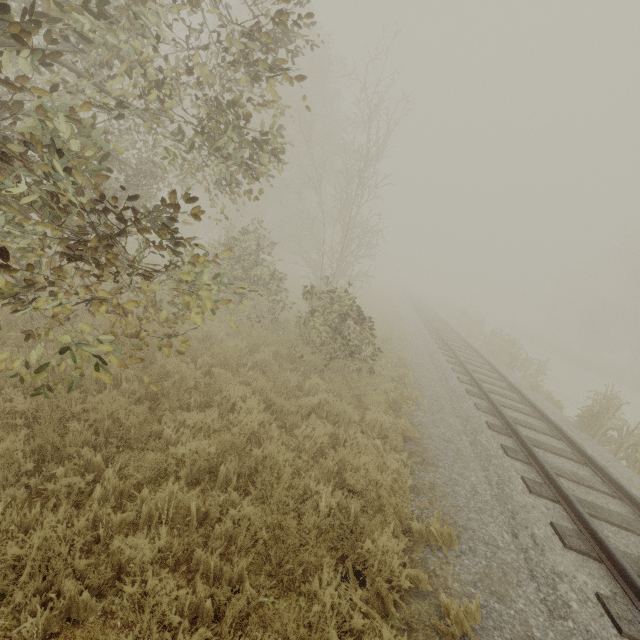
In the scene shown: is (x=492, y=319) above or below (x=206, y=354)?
below

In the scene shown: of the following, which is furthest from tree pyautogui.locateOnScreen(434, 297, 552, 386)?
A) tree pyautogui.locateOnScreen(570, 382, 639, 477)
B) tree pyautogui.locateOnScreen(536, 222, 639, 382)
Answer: tree pyautogui.locateOnScreen(536, 222, 639, 382)

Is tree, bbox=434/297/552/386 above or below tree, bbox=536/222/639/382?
below

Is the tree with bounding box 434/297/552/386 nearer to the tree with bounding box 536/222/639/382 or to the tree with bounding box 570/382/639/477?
the tree with bounding box 570/382/639/477

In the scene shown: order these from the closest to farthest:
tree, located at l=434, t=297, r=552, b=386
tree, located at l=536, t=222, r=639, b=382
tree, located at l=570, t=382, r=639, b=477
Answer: tree, located at l=570, t=382, r=639, b=477
tree, located at l=434, t=297, r=552, b=386
tree, located at l=536, t=222, r=639, b=382

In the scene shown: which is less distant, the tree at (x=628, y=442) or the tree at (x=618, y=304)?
the tree at (x=628, y=442)

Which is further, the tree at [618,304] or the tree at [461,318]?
the tree at [618,304]

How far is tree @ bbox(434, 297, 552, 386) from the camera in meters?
15.8 m
